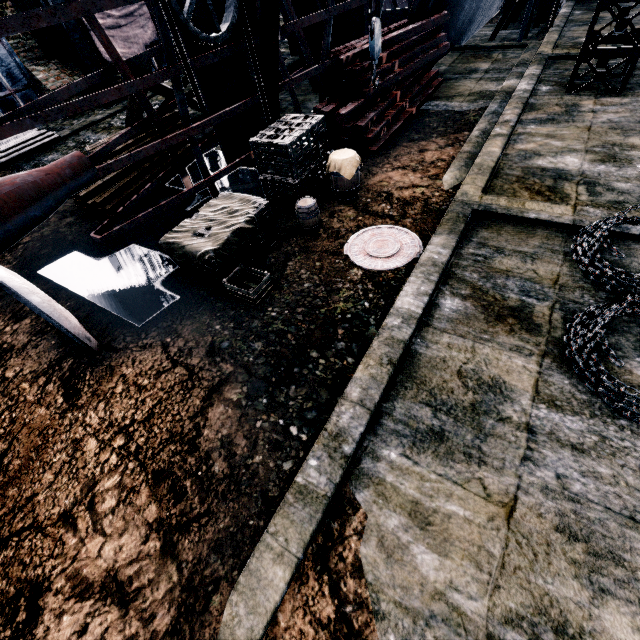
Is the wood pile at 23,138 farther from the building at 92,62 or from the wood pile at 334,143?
the wood pile at 334,143

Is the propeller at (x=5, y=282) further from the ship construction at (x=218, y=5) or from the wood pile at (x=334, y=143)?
the wood pile at (x=334, y=143)

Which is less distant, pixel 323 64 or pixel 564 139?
pixel 564 139

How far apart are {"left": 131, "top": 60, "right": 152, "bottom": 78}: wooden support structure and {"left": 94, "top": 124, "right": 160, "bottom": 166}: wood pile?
1.6 meters

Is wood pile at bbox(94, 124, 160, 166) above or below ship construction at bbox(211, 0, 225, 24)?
below

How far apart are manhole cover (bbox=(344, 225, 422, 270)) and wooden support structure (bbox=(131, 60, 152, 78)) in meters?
7.4

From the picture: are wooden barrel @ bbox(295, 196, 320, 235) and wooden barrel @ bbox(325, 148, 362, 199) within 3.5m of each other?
yes

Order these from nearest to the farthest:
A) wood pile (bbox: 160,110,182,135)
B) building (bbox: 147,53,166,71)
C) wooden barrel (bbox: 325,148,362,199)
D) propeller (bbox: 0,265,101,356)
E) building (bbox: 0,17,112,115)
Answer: propeller (bbox: 0,265,101,356)
wooden barrel (bbox: 325,148,362,199)
wood pile (bbox: 160,110,182,135)
building (bbox: 0,17,112,115)
building (bbox: 147,53,166,71)
